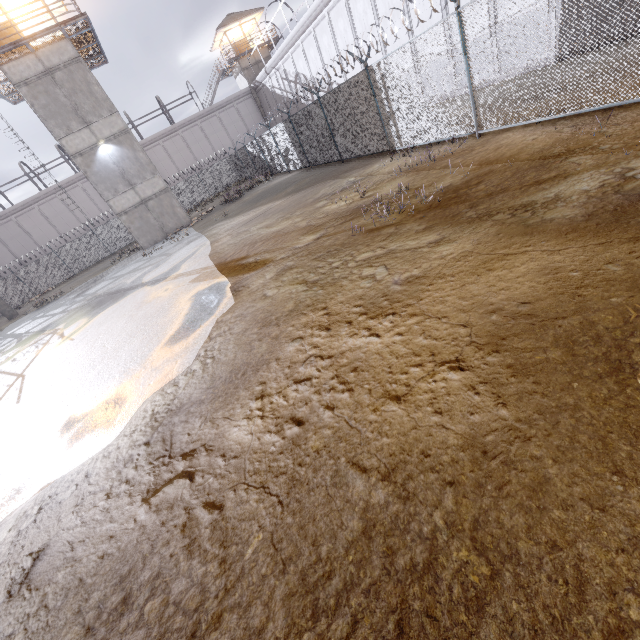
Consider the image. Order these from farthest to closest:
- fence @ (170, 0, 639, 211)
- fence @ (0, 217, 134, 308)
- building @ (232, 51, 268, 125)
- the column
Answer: building @ (232, 51, 268, 125) → fence @ (0, 217, 134, 308) → the column → fence @ (170, 0, 639, 211)

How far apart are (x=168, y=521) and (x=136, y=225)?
24.8m

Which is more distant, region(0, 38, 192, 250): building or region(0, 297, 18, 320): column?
region(0, 297, 18, 320): column

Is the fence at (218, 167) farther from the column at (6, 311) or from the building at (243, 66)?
the building at (243, 66)

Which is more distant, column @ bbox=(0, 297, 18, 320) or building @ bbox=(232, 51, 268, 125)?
building @ bbox=(232, 51, 268, 125)

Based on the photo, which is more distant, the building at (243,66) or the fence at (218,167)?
the building at (243,66)

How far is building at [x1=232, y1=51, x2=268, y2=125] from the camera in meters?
37.6

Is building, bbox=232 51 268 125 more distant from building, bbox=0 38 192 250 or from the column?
the column
